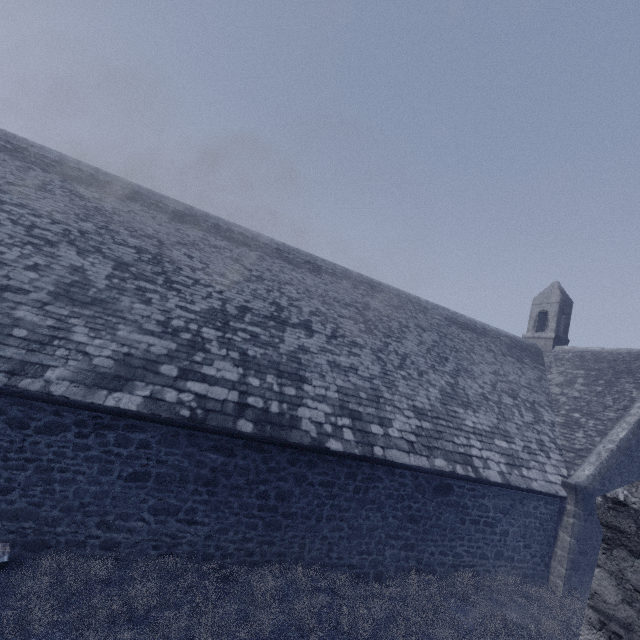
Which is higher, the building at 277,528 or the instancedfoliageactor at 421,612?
the building at 277,528

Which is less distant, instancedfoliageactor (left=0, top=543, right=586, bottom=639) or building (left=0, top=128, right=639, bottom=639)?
instancedfoliageactor (left=0, top=543, right=586, bottom=639)

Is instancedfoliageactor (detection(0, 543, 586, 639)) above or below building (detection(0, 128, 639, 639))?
below

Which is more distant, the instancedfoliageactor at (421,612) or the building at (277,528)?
the building at (277,528)

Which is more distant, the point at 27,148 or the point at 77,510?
the point at 27,148
